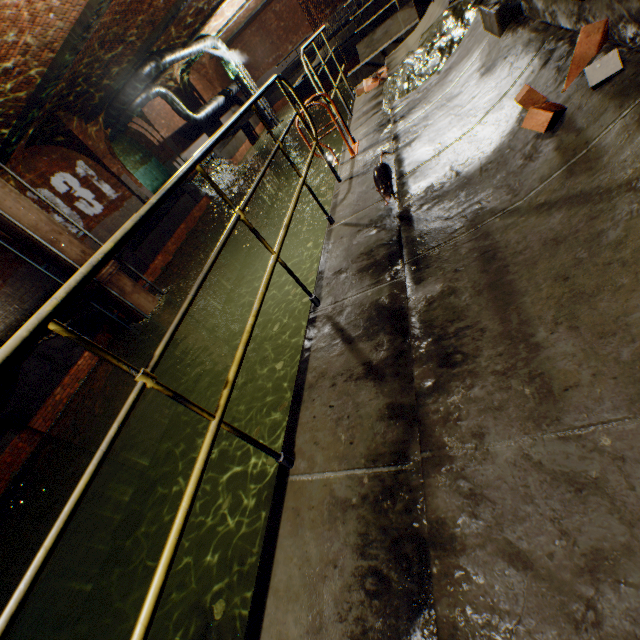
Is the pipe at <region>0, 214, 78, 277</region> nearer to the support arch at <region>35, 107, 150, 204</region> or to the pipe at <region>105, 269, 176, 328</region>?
the pipe at <region>105, 269, 176, 328</region>

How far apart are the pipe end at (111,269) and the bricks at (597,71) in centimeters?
1047cm

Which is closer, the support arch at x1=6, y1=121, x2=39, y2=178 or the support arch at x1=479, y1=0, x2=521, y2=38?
the support arch at x1=479, y1=0, x2=521, y2=38

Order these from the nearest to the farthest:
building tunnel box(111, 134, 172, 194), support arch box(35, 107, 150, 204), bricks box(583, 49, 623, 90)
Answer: bricks box(583, 49, 623, 90), support arch box(35, 107, 150, 204), building tunnel box(111, 134, 172, 194)

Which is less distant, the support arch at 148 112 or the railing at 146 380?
the railing at 146 380

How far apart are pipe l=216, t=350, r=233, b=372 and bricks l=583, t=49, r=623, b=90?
11.5 meters

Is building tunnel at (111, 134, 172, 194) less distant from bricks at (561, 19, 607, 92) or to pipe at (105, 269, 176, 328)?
pipe at (105, 269, 176, 328)

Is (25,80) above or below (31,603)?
above
